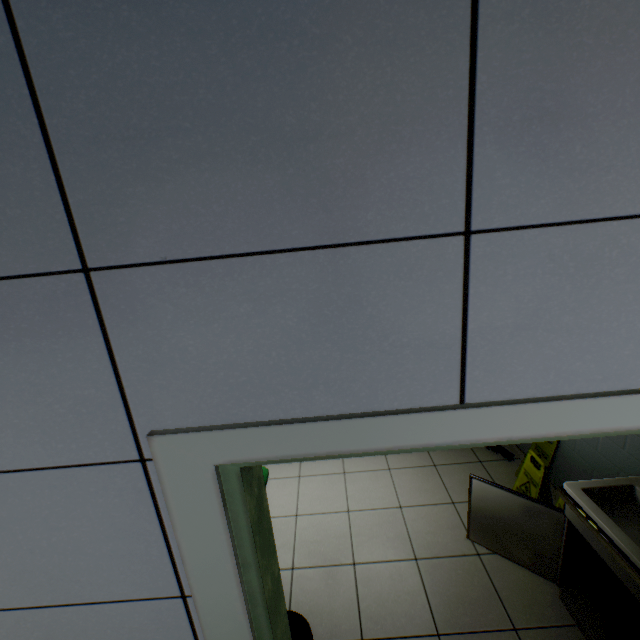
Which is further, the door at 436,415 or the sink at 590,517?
the sink at 590,517

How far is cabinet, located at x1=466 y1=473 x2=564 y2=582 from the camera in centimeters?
216cm

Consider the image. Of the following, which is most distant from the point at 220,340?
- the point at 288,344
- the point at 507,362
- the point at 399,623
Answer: the point at 399,623

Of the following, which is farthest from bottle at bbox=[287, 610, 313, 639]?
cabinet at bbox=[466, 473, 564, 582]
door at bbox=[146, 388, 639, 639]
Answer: cabinet at bbox=[466, 473, 564, 582]

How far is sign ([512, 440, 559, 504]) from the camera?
2.6m

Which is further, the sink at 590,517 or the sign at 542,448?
the sign at 542,448

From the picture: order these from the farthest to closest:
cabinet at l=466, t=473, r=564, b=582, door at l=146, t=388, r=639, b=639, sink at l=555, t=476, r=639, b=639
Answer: cabinet at l=466, t=473, r=564, b=582
sink at l=555, t=476, r=639, b=639
door at l=146, t=388, r=639, b=639

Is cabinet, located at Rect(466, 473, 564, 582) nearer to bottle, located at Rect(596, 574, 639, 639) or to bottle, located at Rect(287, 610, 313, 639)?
bottle, located at Rect(596, 574, 639, 639)
